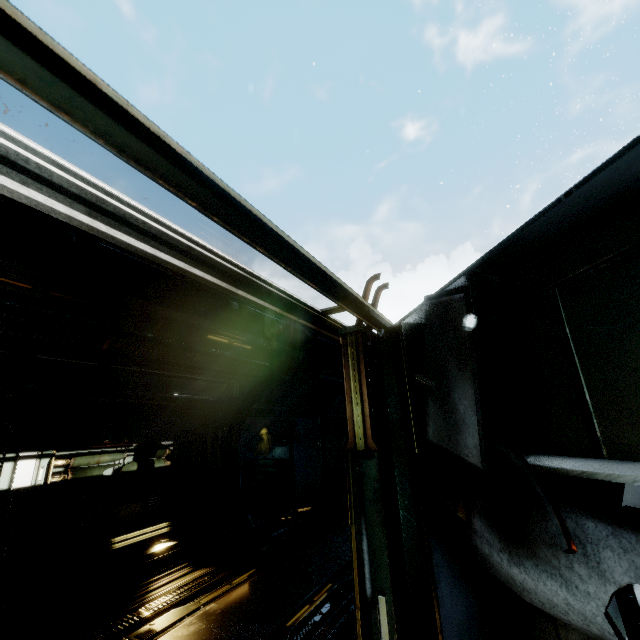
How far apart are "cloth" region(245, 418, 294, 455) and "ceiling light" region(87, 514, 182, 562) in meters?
8.3

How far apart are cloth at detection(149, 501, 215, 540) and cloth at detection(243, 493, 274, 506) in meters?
6.7

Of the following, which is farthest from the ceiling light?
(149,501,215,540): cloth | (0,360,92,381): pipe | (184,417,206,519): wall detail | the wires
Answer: the wires

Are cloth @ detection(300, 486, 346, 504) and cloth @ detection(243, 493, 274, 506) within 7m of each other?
yes

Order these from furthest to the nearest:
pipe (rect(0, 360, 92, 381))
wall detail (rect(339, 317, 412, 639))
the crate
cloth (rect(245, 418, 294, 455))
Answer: cloth (rect(245, 418, 294, 455)) < the crate < pipe (rect(0, 360, 92, 381)) < wall detail (rect(339, 317, 412, 639))

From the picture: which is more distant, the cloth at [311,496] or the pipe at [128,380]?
the cloth at [311,496]

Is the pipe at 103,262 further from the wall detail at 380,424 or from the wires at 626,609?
the wires at 626,609

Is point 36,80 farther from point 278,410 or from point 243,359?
point 278,410
